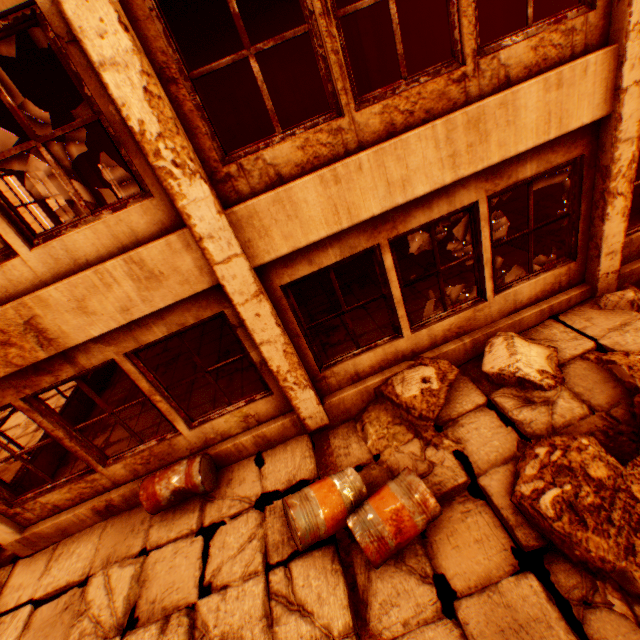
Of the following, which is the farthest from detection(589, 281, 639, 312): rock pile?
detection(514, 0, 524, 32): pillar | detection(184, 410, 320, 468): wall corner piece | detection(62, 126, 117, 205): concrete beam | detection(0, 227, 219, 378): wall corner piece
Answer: detection(62, 126, 117, 205): concrete beam

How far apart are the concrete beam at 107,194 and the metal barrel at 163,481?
10.4m

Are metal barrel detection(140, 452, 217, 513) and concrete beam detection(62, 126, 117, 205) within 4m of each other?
no

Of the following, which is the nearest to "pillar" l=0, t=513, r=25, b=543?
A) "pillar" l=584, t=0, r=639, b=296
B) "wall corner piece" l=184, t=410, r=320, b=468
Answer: "wall corner piece" l=184, t=410, r=320, b=468

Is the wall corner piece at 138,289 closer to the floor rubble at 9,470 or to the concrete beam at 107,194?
the floor rubble at 9,470

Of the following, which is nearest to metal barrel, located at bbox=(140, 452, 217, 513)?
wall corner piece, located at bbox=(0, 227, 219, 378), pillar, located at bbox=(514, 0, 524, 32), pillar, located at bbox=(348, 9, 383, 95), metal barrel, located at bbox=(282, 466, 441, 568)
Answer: metal barrel, located at bbox=(282, 466, 441, 568)

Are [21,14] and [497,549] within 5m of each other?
no

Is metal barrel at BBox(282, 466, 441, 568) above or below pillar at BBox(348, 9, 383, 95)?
below
